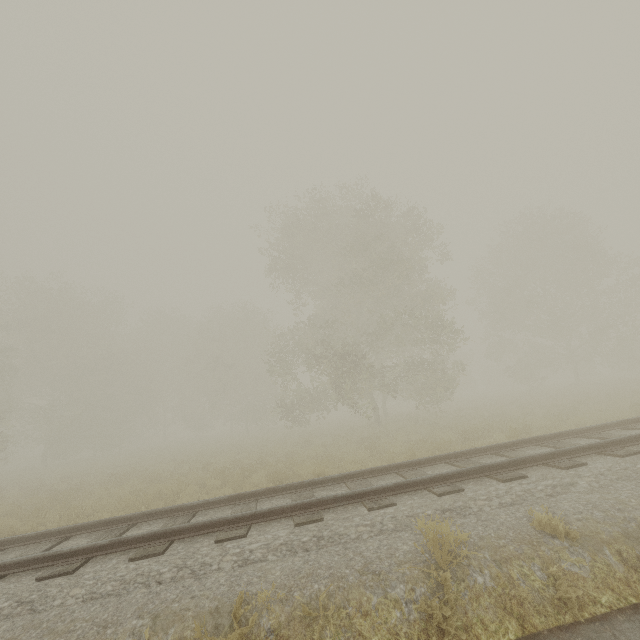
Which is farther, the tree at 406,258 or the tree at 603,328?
the tree at 603,328

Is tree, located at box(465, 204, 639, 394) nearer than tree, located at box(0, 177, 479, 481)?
No

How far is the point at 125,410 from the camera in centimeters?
3481cm
